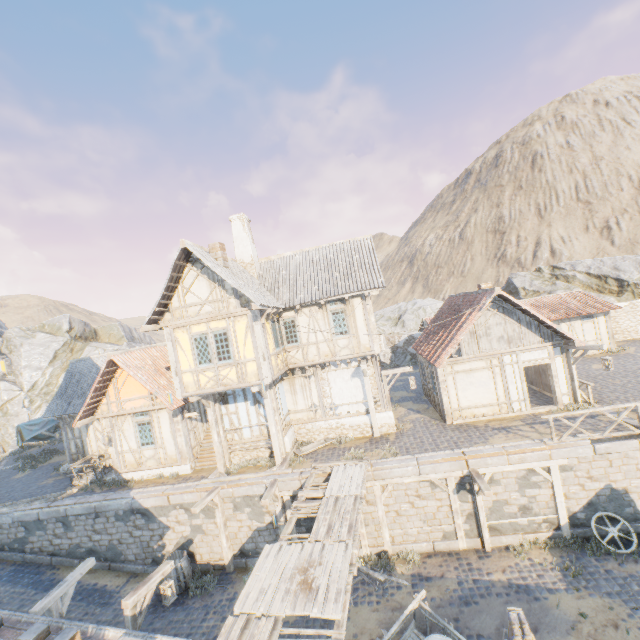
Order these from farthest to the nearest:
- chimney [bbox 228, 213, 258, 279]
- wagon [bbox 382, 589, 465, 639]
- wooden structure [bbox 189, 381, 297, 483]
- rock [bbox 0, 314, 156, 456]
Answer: rock [bbox 0, 314, 156, 456], chimney [bbox 228, 213, 258, 279], wooden structure [bbox 189, 381, 297, 483], wagon [bbox 382, 589, 465, 639]

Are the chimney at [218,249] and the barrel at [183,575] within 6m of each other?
no

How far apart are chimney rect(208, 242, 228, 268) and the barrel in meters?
11.7 m

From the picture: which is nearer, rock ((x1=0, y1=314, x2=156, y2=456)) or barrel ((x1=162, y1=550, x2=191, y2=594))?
barrel ((x1=162, y1=550, x2=191, y2=594))

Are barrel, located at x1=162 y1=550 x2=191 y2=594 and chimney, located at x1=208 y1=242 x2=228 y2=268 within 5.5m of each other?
no

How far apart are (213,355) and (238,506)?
6.3 meters

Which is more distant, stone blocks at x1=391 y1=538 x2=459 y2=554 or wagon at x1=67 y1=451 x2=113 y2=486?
wagon at x1=67 y1=451 x2=113 y2=486

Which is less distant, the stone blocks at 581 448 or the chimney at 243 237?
the stone blocks at 581 448
